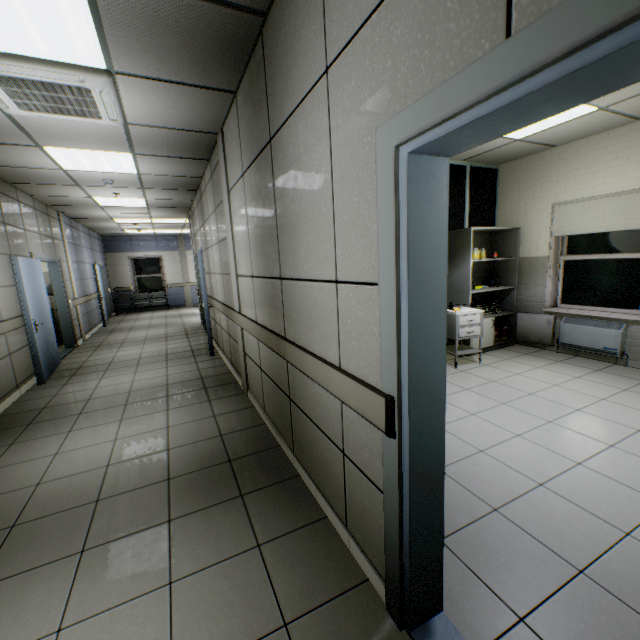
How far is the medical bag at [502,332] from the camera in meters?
5.8 m

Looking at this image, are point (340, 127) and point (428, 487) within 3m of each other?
yes

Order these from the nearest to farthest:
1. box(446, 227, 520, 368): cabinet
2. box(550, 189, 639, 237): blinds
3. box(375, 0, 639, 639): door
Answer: box(375, 0, 639, 639): door → box(550, 189, 639, 237): blinds → box(446, 227, 520, 368): cabinet

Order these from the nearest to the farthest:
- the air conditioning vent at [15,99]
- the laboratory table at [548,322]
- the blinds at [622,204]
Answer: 1. the air conditioning vent at [15,99]
2. the blinds at [622,204]
3. the laboratory table at [548,322]

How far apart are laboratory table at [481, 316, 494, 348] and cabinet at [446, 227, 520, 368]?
0.0 meters

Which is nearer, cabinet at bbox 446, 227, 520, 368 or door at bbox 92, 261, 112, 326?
cabinet at bbox 446, 227, 520, 368

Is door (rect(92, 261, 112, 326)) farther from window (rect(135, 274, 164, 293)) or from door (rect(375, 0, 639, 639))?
door (rect(375, 0, 639, 639))

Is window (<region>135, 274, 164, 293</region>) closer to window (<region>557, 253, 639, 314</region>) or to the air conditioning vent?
the air conditioning vent
